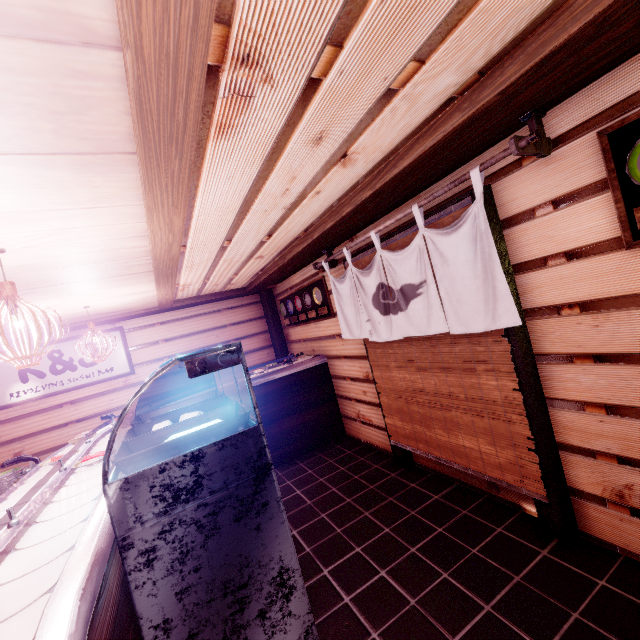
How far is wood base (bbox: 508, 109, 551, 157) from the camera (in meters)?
3.22

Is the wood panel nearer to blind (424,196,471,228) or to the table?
the table

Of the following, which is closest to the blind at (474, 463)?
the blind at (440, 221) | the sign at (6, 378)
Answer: the blind at (440, 221)

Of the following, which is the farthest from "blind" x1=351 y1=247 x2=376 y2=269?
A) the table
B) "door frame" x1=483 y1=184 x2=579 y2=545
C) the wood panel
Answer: the wood panel

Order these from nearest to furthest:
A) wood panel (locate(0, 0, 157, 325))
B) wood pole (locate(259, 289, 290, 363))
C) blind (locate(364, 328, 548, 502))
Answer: wood panel (locate(0, 0, 157, 325))
blind (locate(364, 328, 548, 502))
wood pole (locate(259, 289, 290, 363))

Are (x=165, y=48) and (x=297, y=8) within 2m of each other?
yes

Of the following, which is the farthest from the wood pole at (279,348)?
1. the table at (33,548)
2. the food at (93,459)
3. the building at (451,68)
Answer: the food at (93,459)

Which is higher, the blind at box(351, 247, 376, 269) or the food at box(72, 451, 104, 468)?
the blind at box(351, 247, 376, 269)
